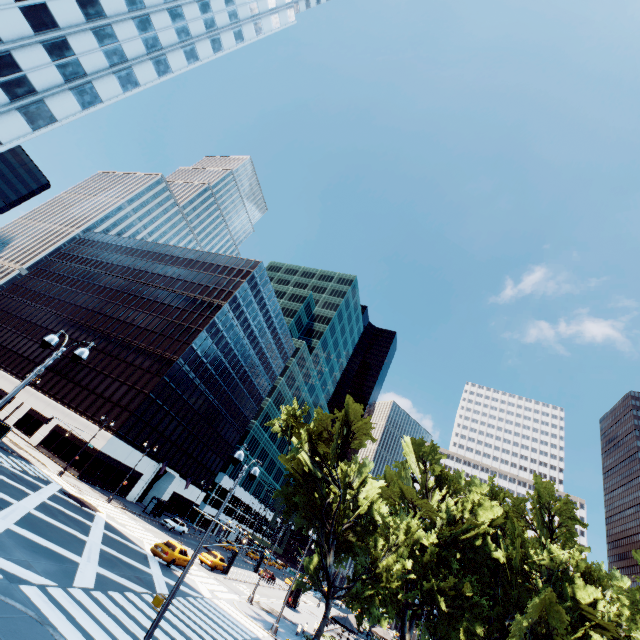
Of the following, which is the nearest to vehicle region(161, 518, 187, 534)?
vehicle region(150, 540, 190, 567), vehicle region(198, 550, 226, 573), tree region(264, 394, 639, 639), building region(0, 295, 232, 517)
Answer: building region(0, 295, 232, 517)

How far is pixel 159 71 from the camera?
38.9m

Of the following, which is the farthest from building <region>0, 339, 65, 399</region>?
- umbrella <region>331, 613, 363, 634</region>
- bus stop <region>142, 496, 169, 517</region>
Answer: umbrella <region>331, 613, 363, 634</region>

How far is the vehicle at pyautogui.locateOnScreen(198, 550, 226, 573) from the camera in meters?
34.8

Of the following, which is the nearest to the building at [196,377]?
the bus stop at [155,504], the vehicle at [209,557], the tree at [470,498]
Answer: the bus stop at [155,504]

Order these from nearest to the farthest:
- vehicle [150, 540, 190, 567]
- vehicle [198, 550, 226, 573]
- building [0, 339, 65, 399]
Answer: vehicle [150, 540, 190, 567]
vehicle [198, 550, 226, 573]
building [0, 339, 65, 399]

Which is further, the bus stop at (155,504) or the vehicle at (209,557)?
the bus stop at (155,504)

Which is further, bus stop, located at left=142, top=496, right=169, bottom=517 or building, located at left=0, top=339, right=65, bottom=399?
building, located at left=0, top=339, right=65, bottom=399
